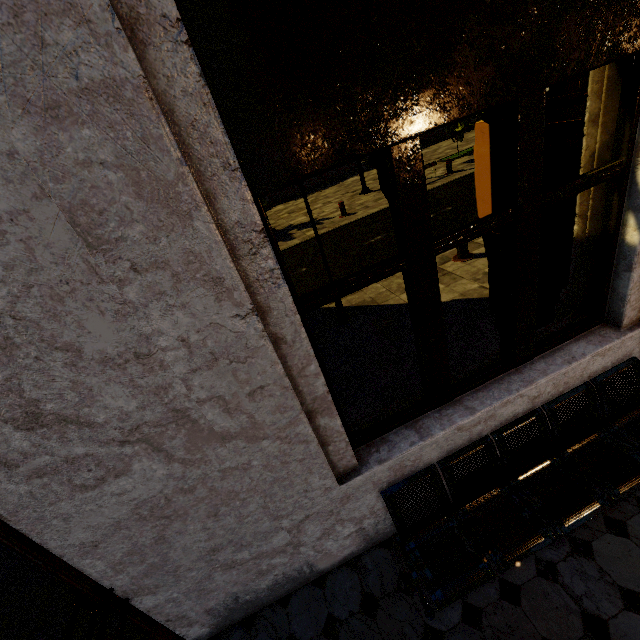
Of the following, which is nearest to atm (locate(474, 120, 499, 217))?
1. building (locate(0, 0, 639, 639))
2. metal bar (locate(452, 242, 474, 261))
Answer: building (locate(0, 0, 639, 639))

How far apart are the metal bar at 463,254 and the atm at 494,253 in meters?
2.0

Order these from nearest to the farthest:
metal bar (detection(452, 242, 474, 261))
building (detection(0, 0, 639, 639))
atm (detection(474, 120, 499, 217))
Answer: building (detection(0, 0, 639, 639))
atm (detection(474, 120, 499, 217))
metal bar (detection(452, 242, 474, 261))

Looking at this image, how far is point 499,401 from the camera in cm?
259

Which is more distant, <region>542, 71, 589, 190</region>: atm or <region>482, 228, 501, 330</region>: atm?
<region>482, 228, 501, 330</region>: atm

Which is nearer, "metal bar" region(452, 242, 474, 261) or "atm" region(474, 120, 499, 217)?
"atm" region(474, 120, 499, 217)

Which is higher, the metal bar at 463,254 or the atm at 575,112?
the atm at 575,112

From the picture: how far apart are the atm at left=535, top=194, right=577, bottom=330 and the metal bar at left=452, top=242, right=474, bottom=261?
2.0 meters
